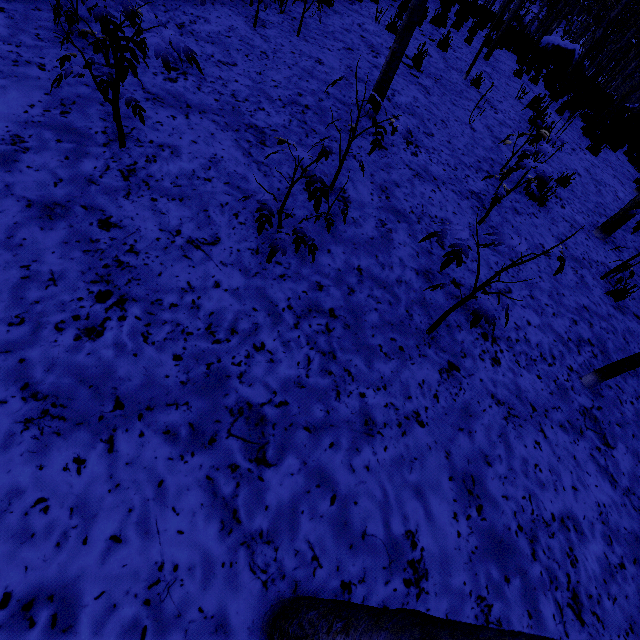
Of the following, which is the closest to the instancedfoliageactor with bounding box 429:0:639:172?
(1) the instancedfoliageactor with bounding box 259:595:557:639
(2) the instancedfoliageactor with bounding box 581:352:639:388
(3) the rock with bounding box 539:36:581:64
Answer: (2) the instancedfoliageactor with bounding box 581:352:639:388

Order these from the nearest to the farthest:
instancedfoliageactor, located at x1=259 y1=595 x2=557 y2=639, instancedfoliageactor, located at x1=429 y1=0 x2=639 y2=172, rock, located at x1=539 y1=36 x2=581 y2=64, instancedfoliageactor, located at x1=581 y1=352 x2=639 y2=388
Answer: instancedfoliageactor, located at x1=259 y1=595 x2=557 y2=639 < instancedfoliageactor, located at x1=581 y1=352 x2=639 y2=388 < instancedfoliageactor, located at x1=429 y1=0 x2=639 y2=172 < rock, located at x1=539 y1=36 x2=581 y2=64

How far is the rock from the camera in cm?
1752

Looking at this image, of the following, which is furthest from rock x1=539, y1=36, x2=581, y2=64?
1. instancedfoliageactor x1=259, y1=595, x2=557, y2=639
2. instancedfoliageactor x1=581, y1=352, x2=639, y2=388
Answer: instancedfoliageactor x1=259, y1=595, x2=557, y2=639

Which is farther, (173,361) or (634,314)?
(634,314)

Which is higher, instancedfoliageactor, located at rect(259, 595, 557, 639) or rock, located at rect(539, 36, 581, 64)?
rock, located at rect(539, 36, 581, 64)

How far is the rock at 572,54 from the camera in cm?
1752

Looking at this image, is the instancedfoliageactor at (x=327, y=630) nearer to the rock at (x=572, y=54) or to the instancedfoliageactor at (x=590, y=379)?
the instancedfoliageactor at (x=590, y=379)
